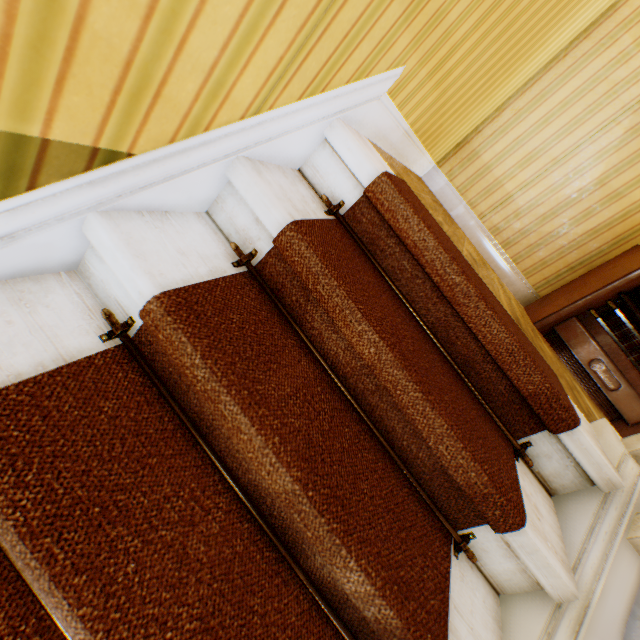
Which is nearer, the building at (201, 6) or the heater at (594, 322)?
the building at (201, 6)

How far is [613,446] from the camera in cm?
122

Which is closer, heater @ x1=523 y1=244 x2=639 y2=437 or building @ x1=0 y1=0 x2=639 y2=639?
building @ x1=0 y1=0 x2=639 y2=639
